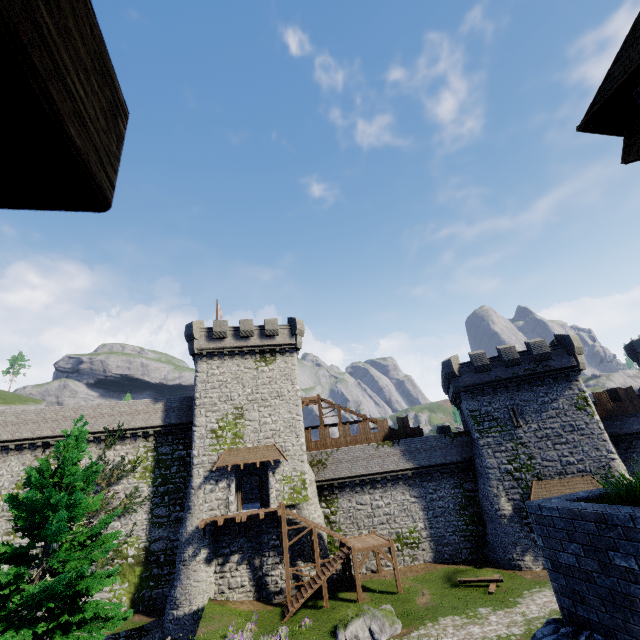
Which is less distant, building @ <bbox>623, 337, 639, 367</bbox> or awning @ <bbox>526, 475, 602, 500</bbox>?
awning @ <bbox>526, 475, 602, 500</bbox>

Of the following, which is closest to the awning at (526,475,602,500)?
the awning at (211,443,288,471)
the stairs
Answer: the stairs

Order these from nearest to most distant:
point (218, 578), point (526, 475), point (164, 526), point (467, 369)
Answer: point (218, 578) < point (526, 475) < point (164, 526) < point (467, 369)

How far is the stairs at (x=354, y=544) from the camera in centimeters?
2222cm

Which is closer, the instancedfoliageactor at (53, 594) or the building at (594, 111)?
the building at (594, 111)

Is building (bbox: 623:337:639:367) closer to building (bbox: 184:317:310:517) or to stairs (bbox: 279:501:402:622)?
stairs (bbox: 279:501:402:622)

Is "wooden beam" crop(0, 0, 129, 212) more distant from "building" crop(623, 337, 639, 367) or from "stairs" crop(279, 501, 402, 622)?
"building" crop(623, 337, 639, 367)

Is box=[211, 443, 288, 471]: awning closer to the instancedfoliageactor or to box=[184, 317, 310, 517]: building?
box=[184, 317, 310, 517]: building
